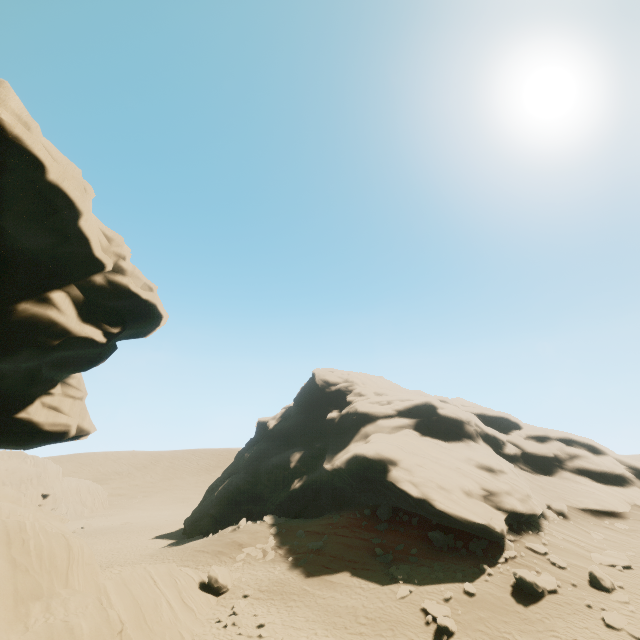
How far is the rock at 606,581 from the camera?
17.0m

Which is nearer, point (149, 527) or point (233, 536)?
point (233, 536)

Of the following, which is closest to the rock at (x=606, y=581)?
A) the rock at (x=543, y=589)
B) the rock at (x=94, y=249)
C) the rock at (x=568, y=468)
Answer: the rock at (x=543, y=589)

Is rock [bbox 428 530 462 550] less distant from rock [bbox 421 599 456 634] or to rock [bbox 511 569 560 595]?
rock [bbox 511 569 560 595]

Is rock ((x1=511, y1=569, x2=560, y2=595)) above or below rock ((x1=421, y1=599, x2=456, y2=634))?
above

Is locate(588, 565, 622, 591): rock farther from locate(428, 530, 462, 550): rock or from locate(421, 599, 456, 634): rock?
locate(421, 599, 456, 634): rock

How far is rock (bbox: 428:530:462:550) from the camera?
20.90m

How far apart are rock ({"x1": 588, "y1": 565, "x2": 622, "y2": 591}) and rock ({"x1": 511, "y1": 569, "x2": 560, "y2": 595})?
2.2m
